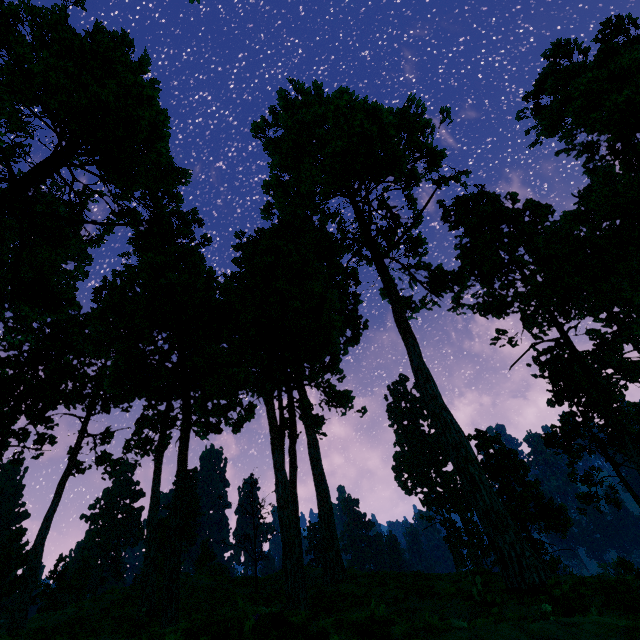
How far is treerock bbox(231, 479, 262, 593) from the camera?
21.0m

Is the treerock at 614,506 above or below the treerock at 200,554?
below

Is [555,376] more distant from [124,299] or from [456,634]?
[124,299]

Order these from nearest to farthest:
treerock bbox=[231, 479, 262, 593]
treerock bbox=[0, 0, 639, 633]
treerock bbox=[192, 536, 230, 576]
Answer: treerock bbox=[0, 0, 639, 633] < treerock bbox=[231, 479, 262, 593] < treerock bbox=[192, 536, 230, 576]

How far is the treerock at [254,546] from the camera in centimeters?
2102cm

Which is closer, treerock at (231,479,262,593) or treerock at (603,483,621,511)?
treerock at (231,479,262,593)

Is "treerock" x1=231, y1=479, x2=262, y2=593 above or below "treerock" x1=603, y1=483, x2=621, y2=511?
above
